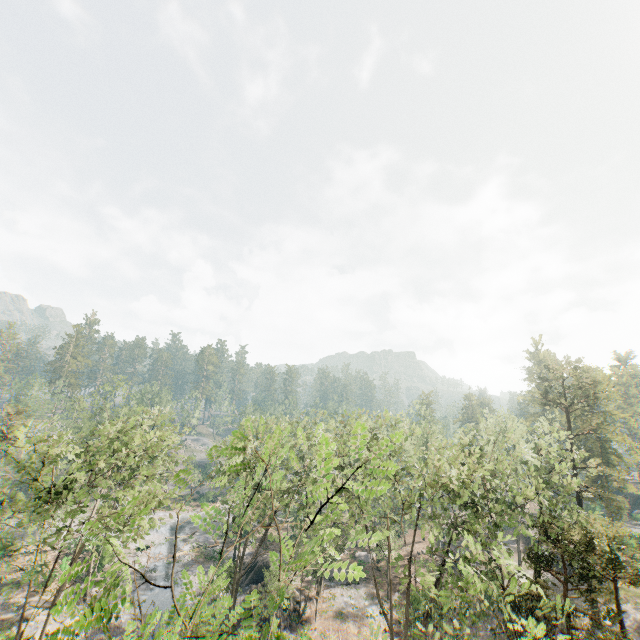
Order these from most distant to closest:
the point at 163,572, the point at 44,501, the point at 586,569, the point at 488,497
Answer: the point at 163,572 → the point at 488,497 → the point at 586,569 → the point at 44,501

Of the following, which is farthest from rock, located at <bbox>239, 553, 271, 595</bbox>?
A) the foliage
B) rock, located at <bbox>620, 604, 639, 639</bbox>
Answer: rock, located at <bbox>620, 604, 639, 639</bbox>

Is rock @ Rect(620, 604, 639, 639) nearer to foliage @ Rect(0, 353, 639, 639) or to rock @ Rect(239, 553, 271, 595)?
foliage @ Rect(0, 353, 639, 639)

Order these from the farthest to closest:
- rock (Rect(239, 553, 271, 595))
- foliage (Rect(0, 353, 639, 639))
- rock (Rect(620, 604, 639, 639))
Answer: rock (Rect(239, 553, 271, 595)) → rock (Rect(620, 604, 639, 639)) → foliage (Rect(0, 353, 639, 639))

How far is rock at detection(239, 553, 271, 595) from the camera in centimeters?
3488cm

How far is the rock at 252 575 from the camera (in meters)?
34.88

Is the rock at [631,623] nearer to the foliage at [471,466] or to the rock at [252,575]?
the foliage at [471,466]
